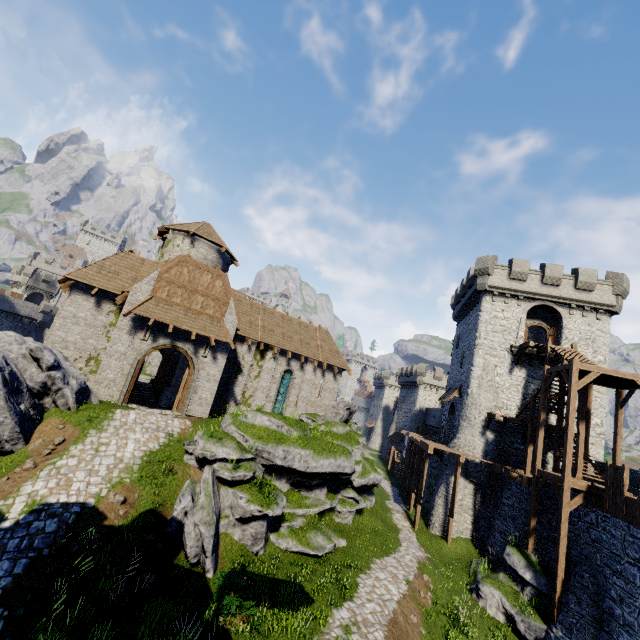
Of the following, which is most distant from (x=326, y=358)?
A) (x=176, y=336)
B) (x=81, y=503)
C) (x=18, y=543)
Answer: (x=18, y=543)

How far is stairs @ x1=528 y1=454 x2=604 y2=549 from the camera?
15.05m

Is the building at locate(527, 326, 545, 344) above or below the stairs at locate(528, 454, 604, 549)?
above

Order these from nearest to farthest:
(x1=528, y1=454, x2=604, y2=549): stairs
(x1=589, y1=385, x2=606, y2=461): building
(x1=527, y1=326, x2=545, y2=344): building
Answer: (x1=528, y1=454, x2=604, y2=549): stairs, (x1=589, y1=385, x2=606, y2=461): building, (x1=527, y1=326, x2=545, y2=344): building

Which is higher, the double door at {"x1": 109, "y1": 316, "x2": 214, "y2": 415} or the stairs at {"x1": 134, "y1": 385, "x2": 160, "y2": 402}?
the double door at {"x1": 109, "y1": 316, "x2": 214, "y2": 415}

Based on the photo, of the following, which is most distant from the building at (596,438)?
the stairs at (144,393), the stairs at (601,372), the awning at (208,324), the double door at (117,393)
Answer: the stairs at (144,393)

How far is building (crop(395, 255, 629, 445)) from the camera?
26.1m

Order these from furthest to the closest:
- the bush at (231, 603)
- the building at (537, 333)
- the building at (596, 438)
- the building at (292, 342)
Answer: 1. the building at (537, 333)
2. the building at (596, 438)
3. the building at (292, 342)
4. the bush at (231, 603)
